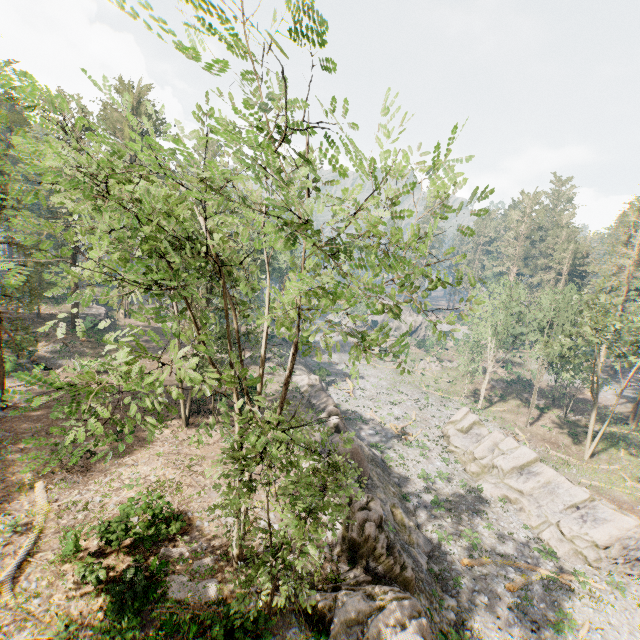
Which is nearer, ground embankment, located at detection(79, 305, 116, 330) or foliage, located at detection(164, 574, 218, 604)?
foliage, located at detection(164, 574, 218, 604)

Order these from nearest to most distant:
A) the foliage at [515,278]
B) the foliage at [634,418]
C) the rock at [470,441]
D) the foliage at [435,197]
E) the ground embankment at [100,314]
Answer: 1. the foliage at [435,197]
2. the rock at [470,441]
3. the foliage at [515,278]
4. the ground embankment at [100,314]
5. the foliage at [634,418]

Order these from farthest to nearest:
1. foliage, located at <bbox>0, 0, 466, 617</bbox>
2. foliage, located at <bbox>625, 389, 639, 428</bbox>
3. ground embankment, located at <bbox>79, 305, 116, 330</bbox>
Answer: foliage, located at <bbox>625, 389, 639, 428</bbox> < ground embankment, located at <bbox>79, 305, 116, 330</bbox> < foliage, located at <bbox>0, 0, 466, 617</bbox>

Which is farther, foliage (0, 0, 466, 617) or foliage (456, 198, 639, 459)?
foliage (456, 198, 639, 459)

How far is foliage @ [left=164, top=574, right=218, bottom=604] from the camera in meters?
13.0

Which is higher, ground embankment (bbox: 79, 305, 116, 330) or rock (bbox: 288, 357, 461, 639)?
ground embankment (bbox: 79, 305, 116, 330)

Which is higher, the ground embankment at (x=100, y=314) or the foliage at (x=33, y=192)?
the foliage at (x=33, y=192)

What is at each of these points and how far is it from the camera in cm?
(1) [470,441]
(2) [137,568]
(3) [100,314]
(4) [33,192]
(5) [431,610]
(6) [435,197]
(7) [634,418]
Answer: (1) rock, 3497
(2) foliage, 1330
(3) ground embankment, 4738
(4) foliage, 831
(5) rock, 1677
(6) foliage, 846
(7) foliage, 4306
